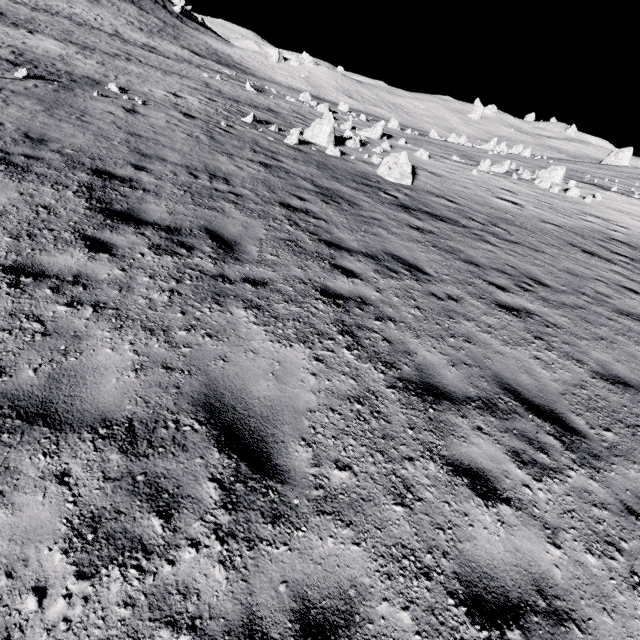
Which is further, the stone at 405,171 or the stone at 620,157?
the stone at 620,157

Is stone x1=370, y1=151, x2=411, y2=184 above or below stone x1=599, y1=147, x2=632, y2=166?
below

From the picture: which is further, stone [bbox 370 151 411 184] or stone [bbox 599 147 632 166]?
stone [bbox 599 147 632 166]

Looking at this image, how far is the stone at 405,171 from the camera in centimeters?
1492cm

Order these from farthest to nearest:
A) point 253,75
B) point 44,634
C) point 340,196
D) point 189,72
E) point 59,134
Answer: point 253,75, point 189,72, point 340,196, point 59,134, point 44,634

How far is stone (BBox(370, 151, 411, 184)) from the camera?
14.9 meters

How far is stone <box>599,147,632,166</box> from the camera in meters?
47.2
